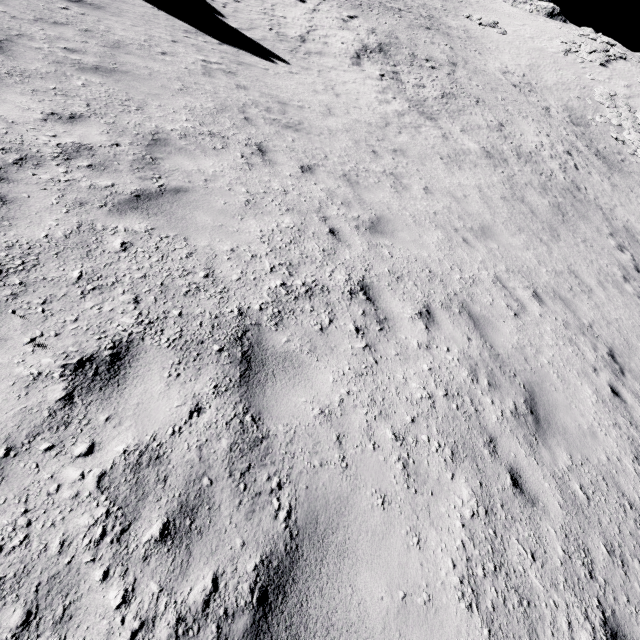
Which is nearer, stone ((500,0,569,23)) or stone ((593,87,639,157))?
stone ((593,87,639,157))

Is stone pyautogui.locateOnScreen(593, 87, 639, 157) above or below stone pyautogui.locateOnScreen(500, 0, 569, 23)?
below

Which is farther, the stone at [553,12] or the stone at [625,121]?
the stone at [553,12]

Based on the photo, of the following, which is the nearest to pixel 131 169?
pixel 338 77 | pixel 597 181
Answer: pixel 338 77

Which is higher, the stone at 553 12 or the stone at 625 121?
the stone at 553 12
